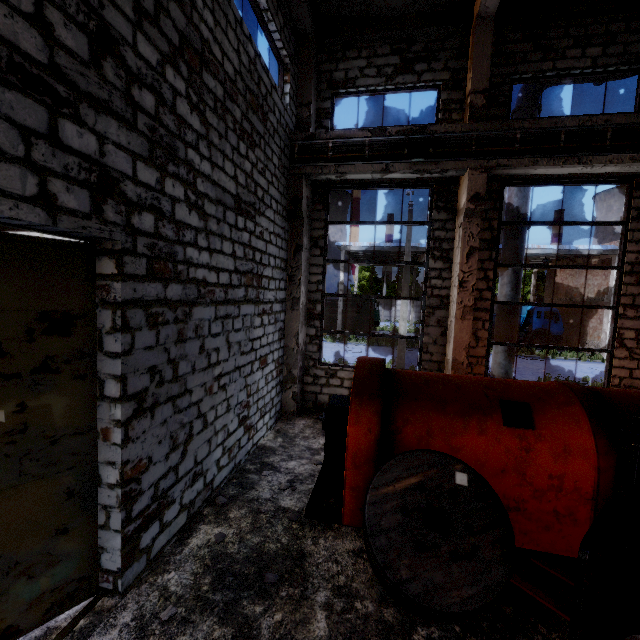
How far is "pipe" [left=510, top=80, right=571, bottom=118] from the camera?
8.7m

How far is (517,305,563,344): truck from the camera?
26.3m

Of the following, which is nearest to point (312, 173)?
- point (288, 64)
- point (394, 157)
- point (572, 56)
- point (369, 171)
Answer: point (369, 171)

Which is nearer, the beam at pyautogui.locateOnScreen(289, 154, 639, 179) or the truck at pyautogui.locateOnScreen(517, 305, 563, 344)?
the beam at pyautogui.locateOnScreen(289, 154, 639, 179)

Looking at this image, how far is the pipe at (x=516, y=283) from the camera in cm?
908

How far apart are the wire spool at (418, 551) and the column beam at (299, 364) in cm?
447

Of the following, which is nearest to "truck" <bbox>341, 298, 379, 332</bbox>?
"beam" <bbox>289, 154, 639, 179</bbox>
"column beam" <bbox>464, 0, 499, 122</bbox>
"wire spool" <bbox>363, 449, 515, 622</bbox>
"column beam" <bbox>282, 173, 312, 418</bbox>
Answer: "column beam" <bbox>282, 173, 312, 418</bbox>

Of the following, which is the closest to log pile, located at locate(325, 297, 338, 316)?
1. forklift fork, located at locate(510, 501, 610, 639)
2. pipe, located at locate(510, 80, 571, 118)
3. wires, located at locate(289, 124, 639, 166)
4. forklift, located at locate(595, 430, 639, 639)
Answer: pipe, located at locate(510, 80, 571, 118)
